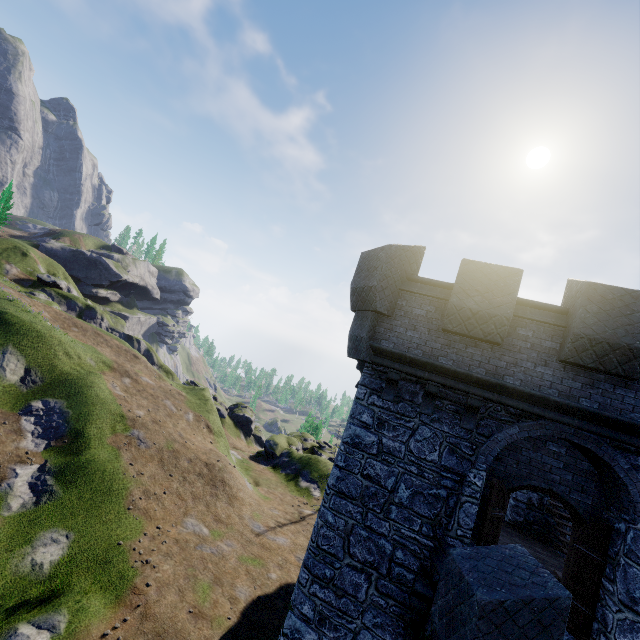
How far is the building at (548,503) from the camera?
10.8 meters

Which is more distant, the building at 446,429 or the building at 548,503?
the building at 548,503

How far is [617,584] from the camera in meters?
6.6

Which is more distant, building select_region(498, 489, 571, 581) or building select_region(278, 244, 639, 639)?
building select_region(498, 489, 571, 581)

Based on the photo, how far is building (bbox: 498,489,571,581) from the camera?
10.75m
